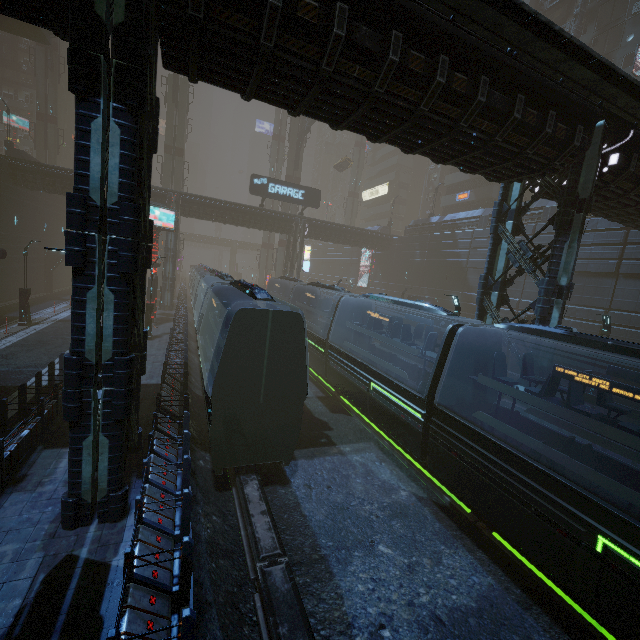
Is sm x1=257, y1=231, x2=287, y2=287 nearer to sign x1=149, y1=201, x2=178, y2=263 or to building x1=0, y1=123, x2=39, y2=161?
building x1=0, y1=123, x2=39, y2=161

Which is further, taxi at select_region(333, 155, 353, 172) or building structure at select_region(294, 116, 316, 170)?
taxi at select_region(333, 155, 353, 172)

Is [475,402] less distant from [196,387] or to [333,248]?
[196,387]

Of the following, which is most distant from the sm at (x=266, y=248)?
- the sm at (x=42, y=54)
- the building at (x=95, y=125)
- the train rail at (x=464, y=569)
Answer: the sm at (x=42, y=54)

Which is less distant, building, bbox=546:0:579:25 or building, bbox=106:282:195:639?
building, bbox=106:282:195:639

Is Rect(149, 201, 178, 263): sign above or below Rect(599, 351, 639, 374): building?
above

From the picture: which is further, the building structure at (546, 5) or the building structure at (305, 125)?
the building structure at (305, 125)
